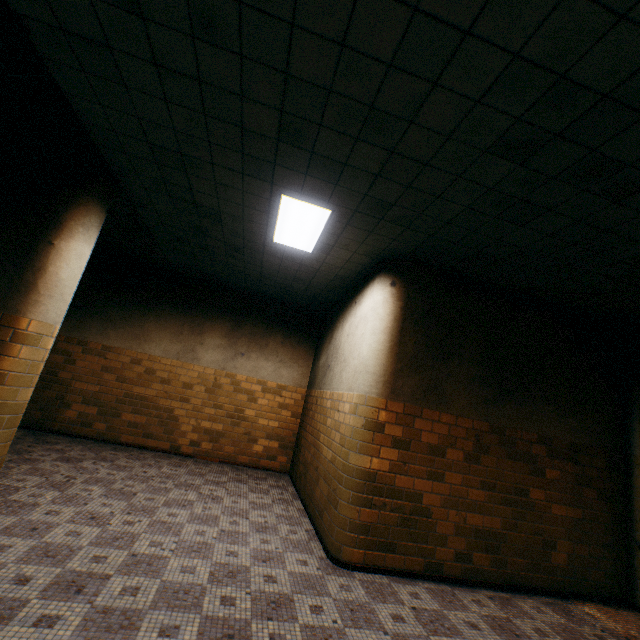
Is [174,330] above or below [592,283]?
below

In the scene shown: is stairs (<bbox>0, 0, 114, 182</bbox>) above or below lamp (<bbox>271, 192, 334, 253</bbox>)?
below

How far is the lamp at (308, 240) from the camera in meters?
3.9 m

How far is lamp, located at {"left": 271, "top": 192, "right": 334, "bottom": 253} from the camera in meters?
3.9 m

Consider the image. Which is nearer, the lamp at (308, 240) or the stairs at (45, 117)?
the stairs at (45, 117)

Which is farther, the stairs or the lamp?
the lamp
